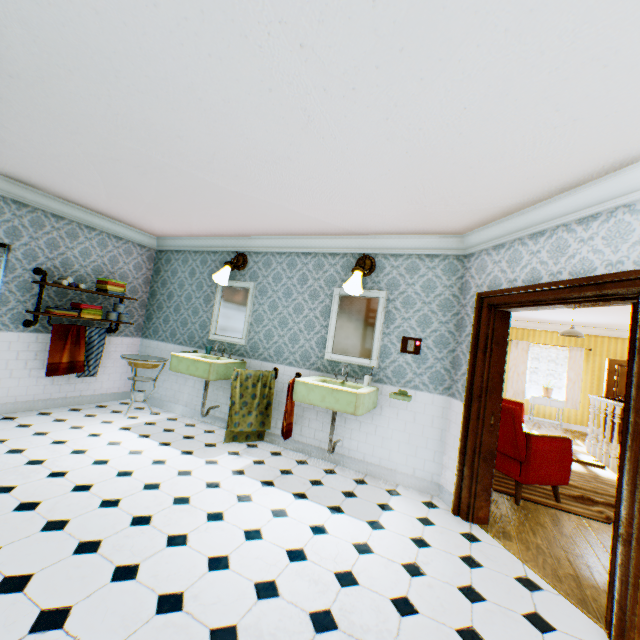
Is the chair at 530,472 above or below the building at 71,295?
below

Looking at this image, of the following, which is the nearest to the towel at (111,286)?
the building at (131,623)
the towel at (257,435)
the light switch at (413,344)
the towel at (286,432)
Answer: the building at (131,623)

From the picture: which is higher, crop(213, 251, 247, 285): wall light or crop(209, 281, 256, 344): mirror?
crop(213, 251, 247, 285): wall light

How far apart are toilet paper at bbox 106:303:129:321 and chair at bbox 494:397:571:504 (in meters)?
5.72

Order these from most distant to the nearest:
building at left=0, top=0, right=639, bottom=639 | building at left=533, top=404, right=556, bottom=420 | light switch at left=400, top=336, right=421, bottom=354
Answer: building at left=533, top=404, right=556, bottom=420 → light switch at left=400, top=336, right=421, bottom=354 → building at left=0, top=0, right=639, bottom=639

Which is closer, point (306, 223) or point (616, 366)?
point (306, 223)

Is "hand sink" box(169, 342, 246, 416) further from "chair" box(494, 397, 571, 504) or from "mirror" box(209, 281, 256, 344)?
"chair" box(494, 397, 571, 504)

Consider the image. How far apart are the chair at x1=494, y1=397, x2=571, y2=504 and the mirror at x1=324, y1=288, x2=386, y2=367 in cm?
155
